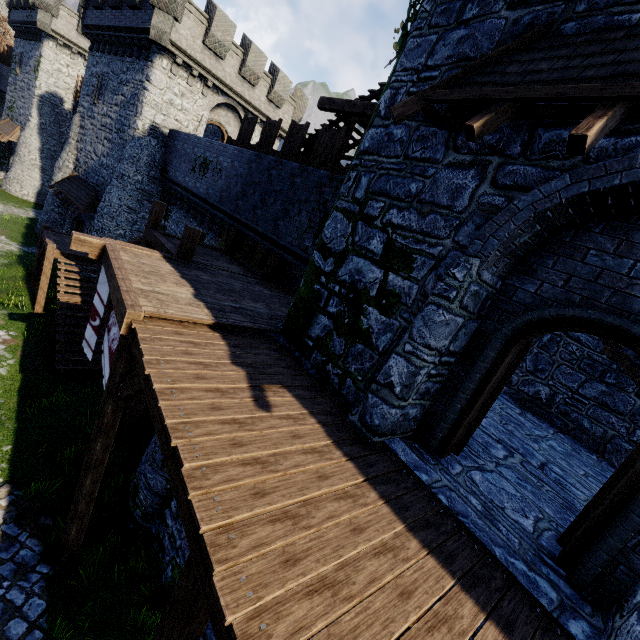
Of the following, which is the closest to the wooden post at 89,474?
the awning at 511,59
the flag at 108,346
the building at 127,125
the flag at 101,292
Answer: the flag at 108,346

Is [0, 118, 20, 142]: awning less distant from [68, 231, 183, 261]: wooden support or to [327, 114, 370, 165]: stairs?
[327, 114, 370, 165]: stairs

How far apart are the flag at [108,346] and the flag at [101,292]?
0.2 meters

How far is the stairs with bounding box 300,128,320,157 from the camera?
12.8 meters

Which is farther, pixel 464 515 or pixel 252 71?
pixel 252 71

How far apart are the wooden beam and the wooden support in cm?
746

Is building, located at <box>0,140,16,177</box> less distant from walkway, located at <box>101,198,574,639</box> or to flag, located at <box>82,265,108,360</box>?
walkway, located at <box>101,198,574,639</box>

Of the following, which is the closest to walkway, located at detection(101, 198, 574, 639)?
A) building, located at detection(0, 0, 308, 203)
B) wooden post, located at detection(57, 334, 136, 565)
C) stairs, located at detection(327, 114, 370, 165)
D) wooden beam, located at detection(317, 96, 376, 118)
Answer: wooden post, located at detection(57, 334, 136, 565)
